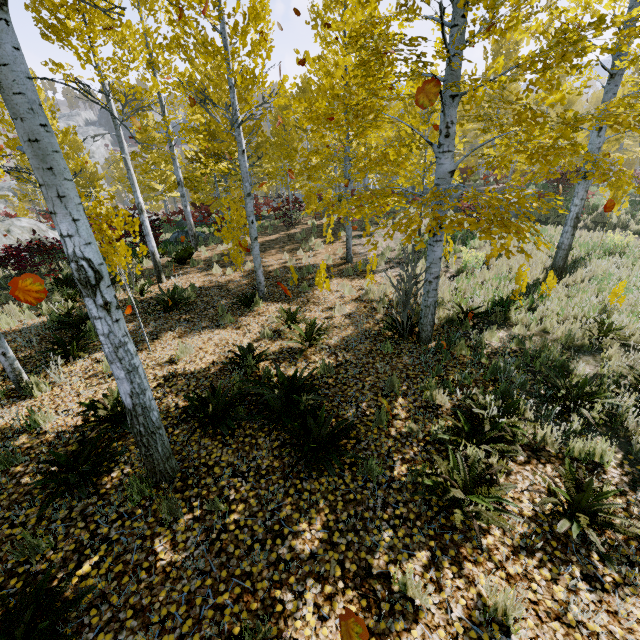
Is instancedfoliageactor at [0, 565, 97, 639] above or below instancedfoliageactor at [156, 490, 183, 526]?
above

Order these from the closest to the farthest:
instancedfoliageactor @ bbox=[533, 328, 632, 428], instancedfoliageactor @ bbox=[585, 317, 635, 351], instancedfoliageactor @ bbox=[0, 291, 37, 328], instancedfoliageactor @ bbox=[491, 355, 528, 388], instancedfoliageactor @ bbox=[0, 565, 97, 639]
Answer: instancedfoliageactor @ bbox=[0, 565, 97, 639] → instancedfoliageactor @ bbox=[533, 328, 632, 428] → instancedfoliageactor @ bbox=[491, 355, 528, 388] → instancedfoliageactor @ bbox=[585, 317, 635, 351] → instancedfoliageactor @ bbox=[0, 291, 37, 328]

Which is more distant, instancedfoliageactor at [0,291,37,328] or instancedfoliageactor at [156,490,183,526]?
instancedfoliageactor at [0,291,37,328]

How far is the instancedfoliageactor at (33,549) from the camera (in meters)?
2.97

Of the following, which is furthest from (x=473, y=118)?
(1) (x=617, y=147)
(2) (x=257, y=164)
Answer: (1) (x=617, y=147)

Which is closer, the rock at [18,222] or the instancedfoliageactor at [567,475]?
the instancedfoliageactor at [567,475]
